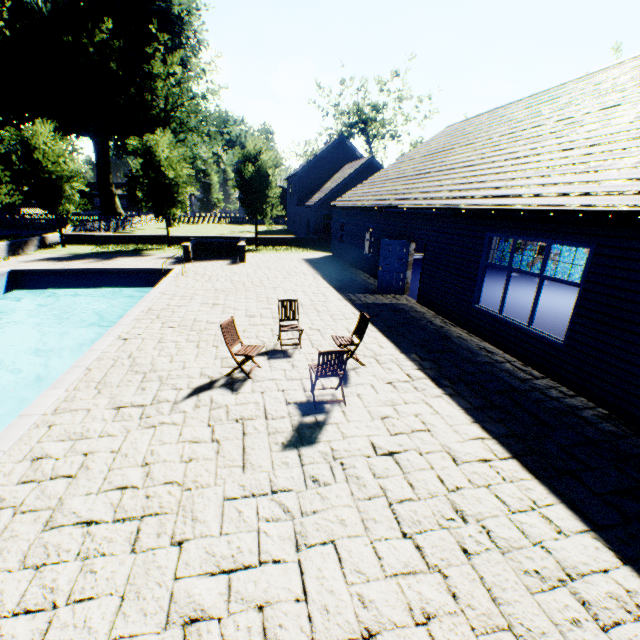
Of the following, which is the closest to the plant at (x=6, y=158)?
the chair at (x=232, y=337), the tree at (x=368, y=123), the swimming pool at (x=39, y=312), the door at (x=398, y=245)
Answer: the tree at (x=368, y=123)

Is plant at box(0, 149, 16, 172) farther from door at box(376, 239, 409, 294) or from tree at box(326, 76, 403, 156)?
door at box(376, 239, 409, 294)

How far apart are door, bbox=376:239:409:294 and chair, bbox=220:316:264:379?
7.7 meters

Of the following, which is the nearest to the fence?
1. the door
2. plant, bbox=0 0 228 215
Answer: plant, bbox=0 0 228 215

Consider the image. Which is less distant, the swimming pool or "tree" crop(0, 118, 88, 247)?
the swimming pool

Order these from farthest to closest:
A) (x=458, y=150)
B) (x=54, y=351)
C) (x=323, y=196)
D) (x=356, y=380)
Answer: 1. (x=323, y=196)
2. (x=458, y=150)
3. (x=54, y=351)
4. (x=356, y=380)

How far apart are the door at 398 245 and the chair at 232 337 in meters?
7.7

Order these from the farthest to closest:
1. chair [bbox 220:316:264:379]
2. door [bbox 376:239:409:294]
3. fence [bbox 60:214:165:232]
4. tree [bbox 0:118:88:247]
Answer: fence [bbox 60:214:165:232]
tree [bbox 0:118:88:247]
door [bbox 376:239:409:294]
chair [bbox 220:316:264:379]
